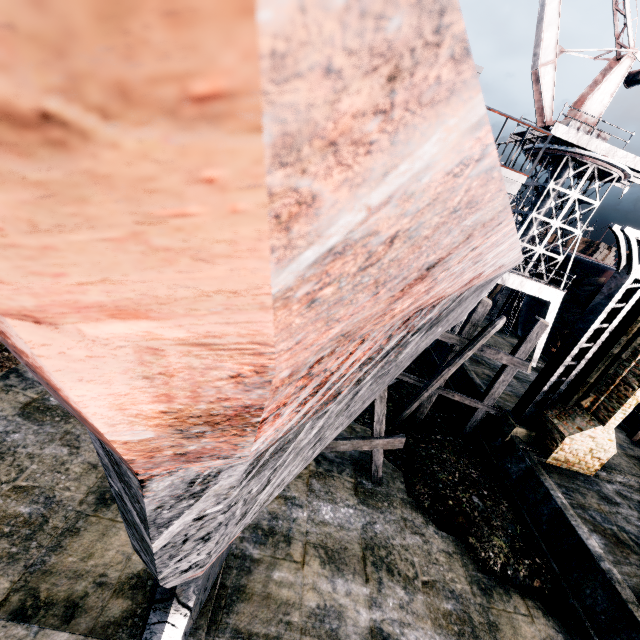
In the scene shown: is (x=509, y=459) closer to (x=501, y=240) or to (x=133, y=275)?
(x=501, y=240)

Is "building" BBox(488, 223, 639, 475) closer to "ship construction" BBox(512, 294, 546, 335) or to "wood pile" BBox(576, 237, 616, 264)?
"ship construction" BBox(512, 294, 546, 335)

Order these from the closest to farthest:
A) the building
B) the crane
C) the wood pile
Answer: the building → the crane → the wood pile

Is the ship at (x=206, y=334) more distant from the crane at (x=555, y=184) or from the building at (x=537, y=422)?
the building at (x=537, y=422)

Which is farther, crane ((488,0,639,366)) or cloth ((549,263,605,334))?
cloth ((549,263,605,334))

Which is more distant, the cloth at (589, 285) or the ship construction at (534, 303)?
the ship construction at (534, 303)

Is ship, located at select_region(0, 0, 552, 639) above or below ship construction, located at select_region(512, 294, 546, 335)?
above

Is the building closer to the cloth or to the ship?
the ship
